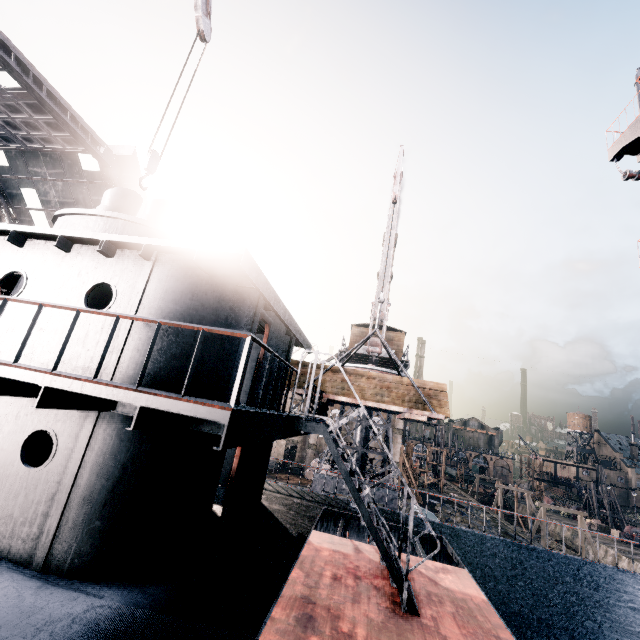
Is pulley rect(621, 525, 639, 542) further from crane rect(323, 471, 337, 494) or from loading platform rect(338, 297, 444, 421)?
loading platform rect(338, 297, 444, 421)

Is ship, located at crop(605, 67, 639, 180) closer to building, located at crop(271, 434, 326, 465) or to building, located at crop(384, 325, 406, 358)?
building, located at crop(271, 434, 326, 465)

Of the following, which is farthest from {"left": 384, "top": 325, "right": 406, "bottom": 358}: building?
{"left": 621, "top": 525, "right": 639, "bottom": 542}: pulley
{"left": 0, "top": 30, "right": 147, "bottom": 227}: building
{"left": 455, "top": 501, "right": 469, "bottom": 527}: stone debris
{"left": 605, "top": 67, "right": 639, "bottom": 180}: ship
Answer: {"left": 621, "top": 525, "right": 639, "bottom": 542}: pulley

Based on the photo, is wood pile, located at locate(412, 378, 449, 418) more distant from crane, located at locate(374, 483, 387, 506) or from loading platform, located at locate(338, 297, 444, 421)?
crane, located at locate(374, 483, 387, 506)

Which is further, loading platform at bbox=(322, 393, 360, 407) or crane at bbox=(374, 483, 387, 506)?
crane at bbox=(374, 483, 387, 506)

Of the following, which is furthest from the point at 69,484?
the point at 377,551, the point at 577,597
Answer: the point at 577,597

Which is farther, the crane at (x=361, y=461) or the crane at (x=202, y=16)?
the crane at (x=361, y=461)

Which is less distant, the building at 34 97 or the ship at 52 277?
the ship at 52 277
